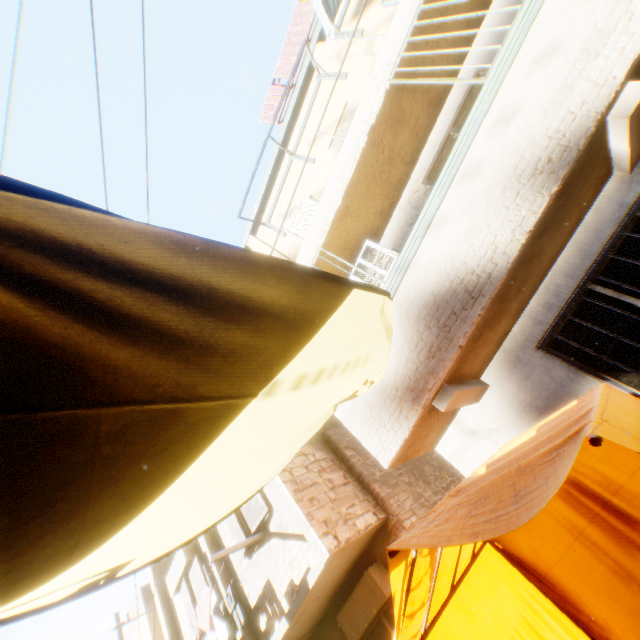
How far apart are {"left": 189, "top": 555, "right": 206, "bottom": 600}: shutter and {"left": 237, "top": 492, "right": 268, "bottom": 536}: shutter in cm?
201

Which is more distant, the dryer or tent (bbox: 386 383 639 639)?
the dryer

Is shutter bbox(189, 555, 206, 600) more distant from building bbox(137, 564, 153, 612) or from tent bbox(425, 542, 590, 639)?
tent bbox(425, 542, 590, 639)

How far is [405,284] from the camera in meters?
4.5 m

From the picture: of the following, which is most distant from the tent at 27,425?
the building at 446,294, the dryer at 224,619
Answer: the dryer at 224,619

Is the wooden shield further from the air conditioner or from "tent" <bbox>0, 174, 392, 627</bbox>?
"tent" <bbox>0, 174, 392, 627</bbox>

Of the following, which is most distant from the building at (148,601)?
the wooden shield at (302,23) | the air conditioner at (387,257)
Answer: the wooden shield at (302,23)
